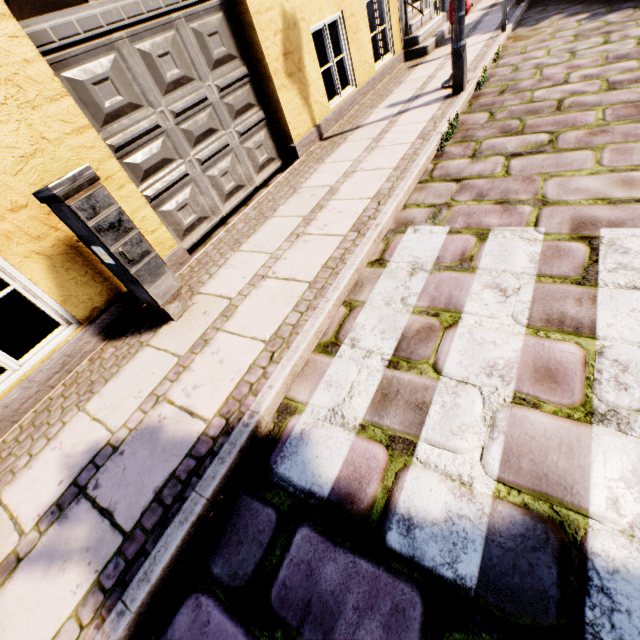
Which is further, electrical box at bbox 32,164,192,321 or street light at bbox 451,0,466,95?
street light at bbox 451,0,466,95

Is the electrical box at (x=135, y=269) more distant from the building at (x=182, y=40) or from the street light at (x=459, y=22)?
the street light at (x=459, y=22)

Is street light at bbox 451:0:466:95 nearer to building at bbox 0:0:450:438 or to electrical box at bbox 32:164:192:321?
building at bbox 0:0:450:438

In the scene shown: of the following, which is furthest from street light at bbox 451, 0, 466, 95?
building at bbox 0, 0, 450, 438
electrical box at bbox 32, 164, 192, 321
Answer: electrical box at bbox 32, 164, 192, 321

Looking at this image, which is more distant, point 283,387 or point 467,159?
point 467,159

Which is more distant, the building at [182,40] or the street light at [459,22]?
the street light at [459,22]

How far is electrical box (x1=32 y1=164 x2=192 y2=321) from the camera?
2.1m
